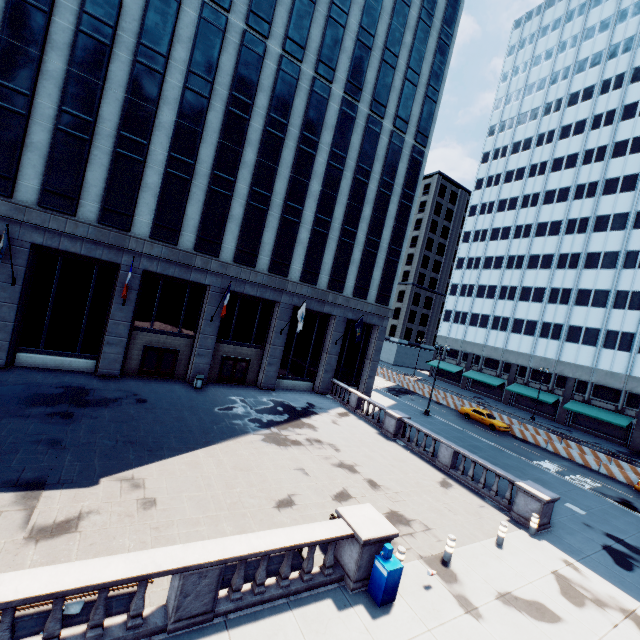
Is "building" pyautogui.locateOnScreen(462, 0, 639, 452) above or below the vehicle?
above

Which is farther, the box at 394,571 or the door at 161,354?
the door at 161,354

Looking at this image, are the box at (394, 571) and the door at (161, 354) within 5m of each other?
no

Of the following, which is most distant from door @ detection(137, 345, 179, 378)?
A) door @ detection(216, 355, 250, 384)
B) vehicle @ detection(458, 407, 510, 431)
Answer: vehicle @ detection(458, 407, 510, 431)

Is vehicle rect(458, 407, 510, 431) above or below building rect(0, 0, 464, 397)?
below

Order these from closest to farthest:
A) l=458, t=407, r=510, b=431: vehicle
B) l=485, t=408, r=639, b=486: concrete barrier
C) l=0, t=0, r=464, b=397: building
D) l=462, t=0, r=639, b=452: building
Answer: l=0, t=0, r=464, b=397: building, l=485, t=408, r=639, b=486: concrete barrier, l=458, t=407, r=510, b=431: vehicle, l=462, t=0, r=639, b=452: building

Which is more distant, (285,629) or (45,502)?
(45,502)

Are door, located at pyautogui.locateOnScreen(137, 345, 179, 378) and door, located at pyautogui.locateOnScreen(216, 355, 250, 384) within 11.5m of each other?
yes
